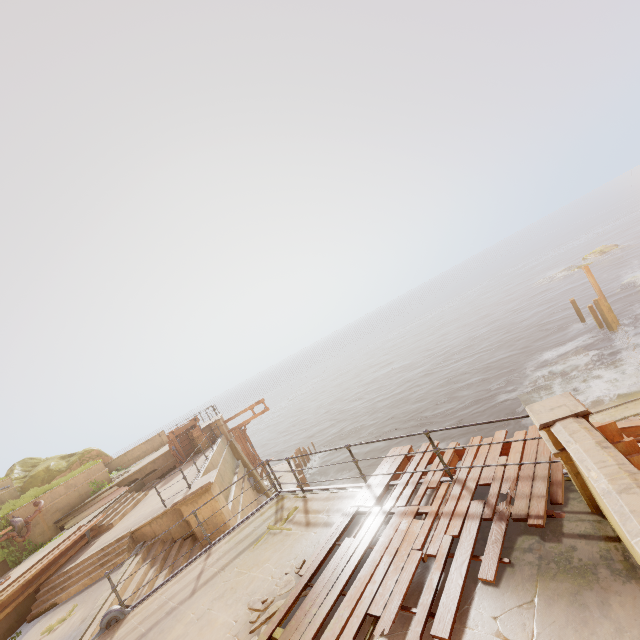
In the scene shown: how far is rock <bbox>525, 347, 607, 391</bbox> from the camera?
21.9 meters

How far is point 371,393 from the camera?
47.69m

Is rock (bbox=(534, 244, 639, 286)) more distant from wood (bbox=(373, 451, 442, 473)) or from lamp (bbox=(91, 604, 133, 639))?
lamp (bbox=(91, 604, 133, 639))

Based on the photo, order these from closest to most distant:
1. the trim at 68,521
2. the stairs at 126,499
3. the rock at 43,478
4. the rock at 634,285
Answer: the stairs at 126,499
the trim at 68,521
the rock at 43,478
the rock at 634,285

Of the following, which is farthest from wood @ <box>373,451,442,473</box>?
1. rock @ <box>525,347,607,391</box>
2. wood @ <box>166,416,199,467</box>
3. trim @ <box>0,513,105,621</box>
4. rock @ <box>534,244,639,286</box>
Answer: rock @ <box>534,244,639,286</box>

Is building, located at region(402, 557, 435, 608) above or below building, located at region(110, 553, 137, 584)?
above

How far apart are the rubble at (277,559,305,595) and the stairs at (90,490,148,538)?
11.8m

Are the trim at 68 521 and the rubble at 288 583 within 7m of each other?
no
